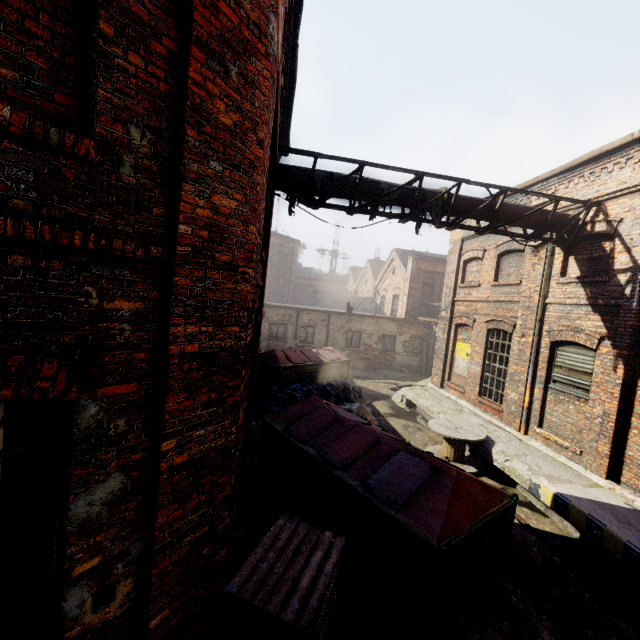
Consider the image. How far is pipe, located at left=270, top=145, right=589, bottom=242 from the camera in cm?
712

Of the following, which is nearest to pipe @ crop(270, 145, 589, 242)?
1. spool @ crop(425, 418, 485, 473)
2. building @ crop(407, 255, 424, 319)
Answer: spool @ crop(425, 418, 485, 473)

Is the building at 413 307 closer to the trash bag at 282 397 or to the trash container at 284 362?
the trash container at 284 362

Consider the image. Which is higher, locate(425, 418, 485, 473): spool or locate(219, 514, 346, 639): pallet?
locate(219, 514, 346, 639): pallet

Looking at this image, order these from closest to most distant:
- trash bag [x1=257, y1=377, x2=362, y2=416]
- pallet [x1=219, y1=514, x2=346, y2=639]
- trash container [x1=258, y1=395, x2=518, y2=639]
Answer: pallet [x1=219, y1=514, x2=346, y2=639] < trash container [x1=258, y1=395, x2=518, y2=639] < trash bag [x1=257, y1=377, x2=362, y2=416]

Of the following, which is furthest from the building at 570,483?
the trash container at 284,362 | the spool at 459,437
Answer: the trash container at 284,362

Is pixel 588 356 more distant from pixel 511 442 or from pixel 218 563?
pixel 218 563

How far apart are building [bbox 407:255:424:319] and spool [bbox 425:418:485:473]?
14.4m
